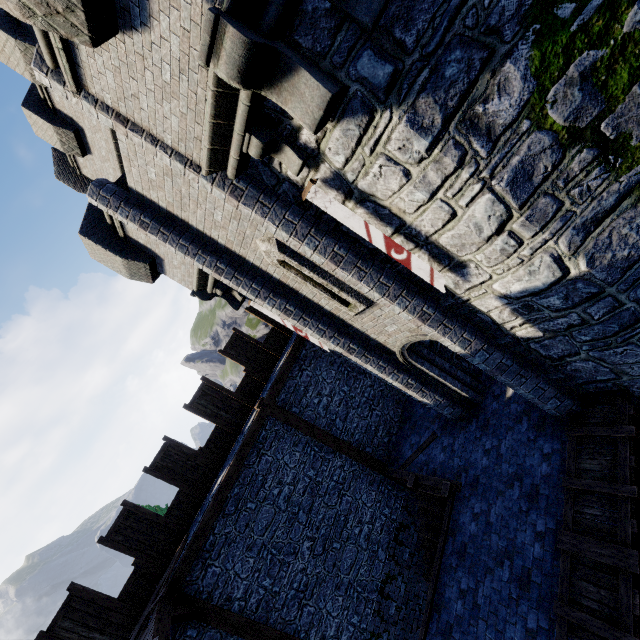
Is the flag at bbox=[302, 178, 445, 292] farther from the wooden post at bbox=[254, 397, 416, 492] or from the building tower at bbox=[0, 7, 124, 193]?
the wooden post at bbox=[254, 397, 416, 492]

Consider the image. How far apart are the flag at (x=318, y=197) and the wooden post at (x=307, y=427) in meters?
6.8

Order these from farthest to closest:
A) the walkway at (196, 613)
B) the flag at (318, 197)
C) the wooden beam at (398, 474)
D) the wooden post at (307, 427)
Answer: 1. the wooden post at (307, 427)
2. the wooden beam at (398, 474)
3. the walkway at (196, 613)
4. the flag at (318, 197)

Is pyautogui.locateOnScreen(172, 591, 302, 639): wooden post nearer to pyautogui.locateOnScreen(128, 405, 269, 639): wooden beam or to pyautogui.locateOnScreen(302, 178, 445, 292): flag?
pyautogui.locateOnScreen(128, 405, 269, 639): wooden beam

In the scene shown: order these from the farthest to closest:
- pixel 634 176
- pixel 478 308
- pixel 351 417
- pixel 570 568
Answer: pixel 351 417, pixel 478 308, pixel 570 568, pixel 634 176

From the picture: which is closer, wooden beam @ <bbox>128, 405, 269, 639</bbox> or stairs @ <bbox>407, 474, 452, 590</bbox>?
wooden beam @ <bbox>128, 405, 269, 639</bbox>

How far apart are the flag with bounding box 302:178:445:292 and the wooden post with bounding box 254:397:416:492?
6.78m

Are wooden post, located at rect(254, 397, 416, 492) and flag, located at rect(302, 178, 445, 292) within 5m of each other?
no
